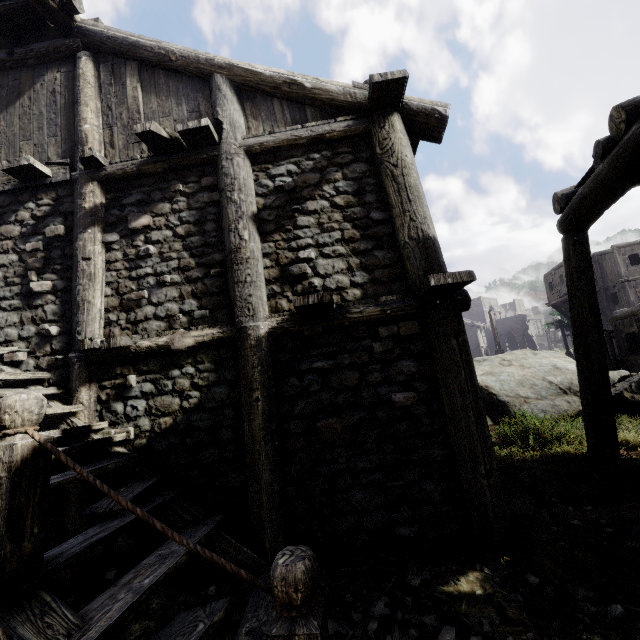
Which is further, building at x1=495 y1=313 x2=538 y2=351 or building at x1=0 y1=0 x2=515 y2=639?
building at x1=495 y1=313 x2=538 y2=351

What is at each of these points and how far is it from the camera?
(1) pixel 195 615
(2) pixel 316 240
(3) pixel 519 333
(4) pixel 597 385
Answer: (1) building, 2.66m
(2) building, 4.52m
(3) building, 52.97m
(4) building, 5.80m

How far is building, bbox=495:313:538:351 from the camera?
52.47m

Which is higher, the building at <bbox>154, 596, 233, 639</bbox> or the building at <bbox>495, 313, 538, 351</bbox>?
the building at <bbox>495, 313, 538, 351</bbox>

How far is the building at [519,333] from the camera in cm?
5247

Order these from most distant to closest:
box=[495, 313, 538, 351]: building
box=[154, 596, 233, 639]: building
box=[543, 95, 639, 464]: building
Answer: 1. box=[495, 313, 538, 351]: building
2. box=[543, 95, 639, 464]: building
3. box=[154, 596, 233, 639]: building

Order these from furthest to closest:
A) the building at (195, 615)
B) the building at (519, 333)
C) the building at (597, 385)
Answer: the building at (519, 333) < the building at (597, 385) < the building at (195, 615)
